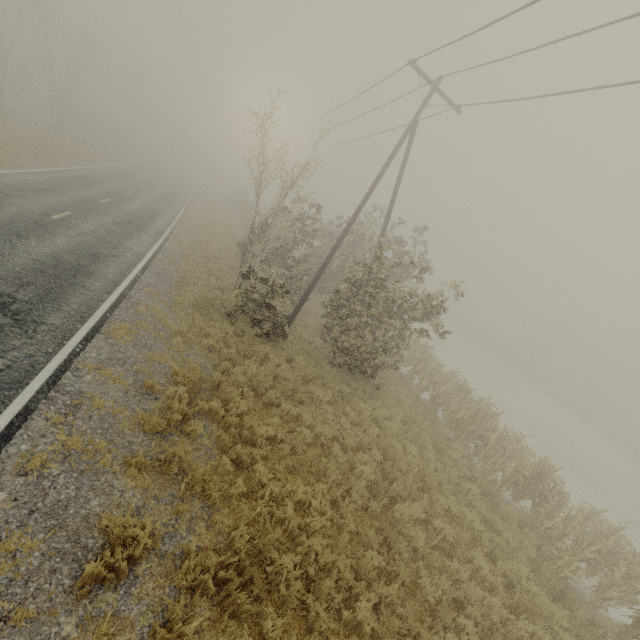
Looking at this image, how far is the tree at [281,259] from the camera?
12.5m

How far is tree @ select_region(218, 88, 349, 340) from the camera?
12.52m

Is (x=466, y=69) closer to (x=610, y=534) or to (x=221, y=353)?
(x=221, y=353)
